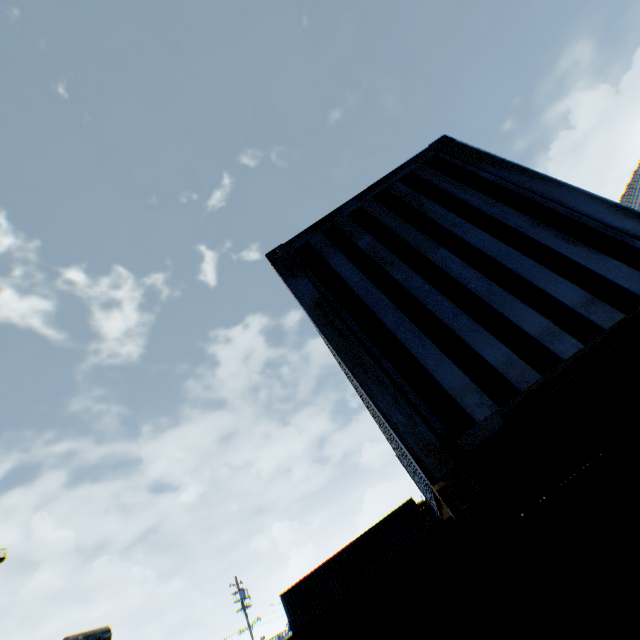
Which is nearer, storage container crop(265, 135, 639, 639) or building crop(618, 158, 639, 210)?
storage container crop(265, 135, 639, 639)

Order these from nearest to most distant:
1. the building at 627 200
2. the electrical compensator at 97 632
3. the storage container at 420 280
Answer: the storage container at 420 280 → the electrical compensator at 97 632 → the building at 627 200

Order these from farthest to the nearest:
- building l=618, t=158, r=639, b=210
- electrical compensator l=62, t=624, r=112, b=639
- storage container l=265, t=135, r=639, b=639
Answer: building l=618, t=158, r=639, b=210
electrical compensator l=62, t=624, r=112, b=639
storage container l=265, t=135, r=639, b=639

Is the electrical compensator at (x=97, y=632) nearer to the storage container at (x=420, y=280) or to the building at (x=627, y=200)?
the storage container at (x=420, y=280)

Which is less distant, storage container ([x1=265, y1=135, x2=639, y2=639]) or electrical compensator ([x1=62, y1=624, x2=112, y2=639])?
storage container ([x1=265, y1=135, x2=639, y2=639])

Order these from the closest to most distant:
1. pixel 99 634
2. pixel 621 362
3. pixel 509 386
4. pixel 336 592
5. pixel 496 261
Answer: pixel 509 386 < pixel 496 261 < pixel 621 362 < pixel 99 634 < pixel 336 592

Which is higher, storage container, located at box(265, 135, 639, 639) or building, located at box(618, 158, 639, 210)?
building, located at box(618, 158, 639, 210)

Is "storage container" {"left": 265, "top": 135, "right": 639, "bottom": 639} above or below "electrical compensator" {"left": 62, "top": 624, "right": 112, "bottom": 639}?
below
